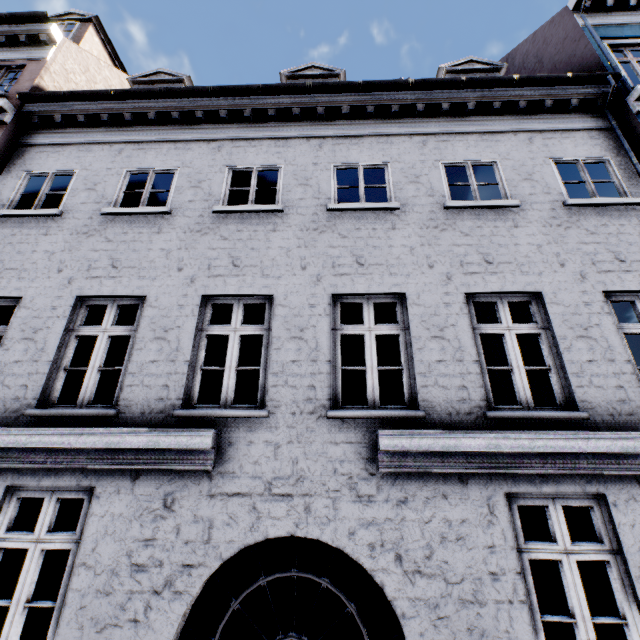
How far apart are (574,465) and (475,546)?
1.50m
